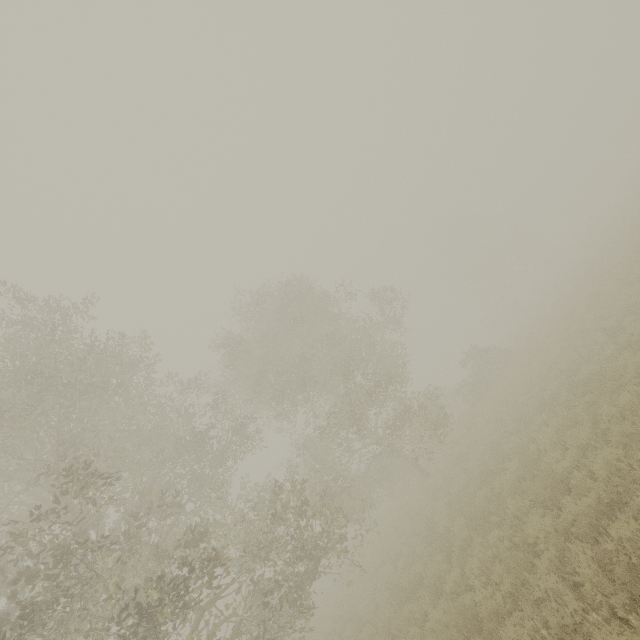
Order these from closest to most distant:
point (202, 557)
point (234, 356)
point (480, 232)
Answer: point (202, 557) < point (234, 356) < point (480, 232)
